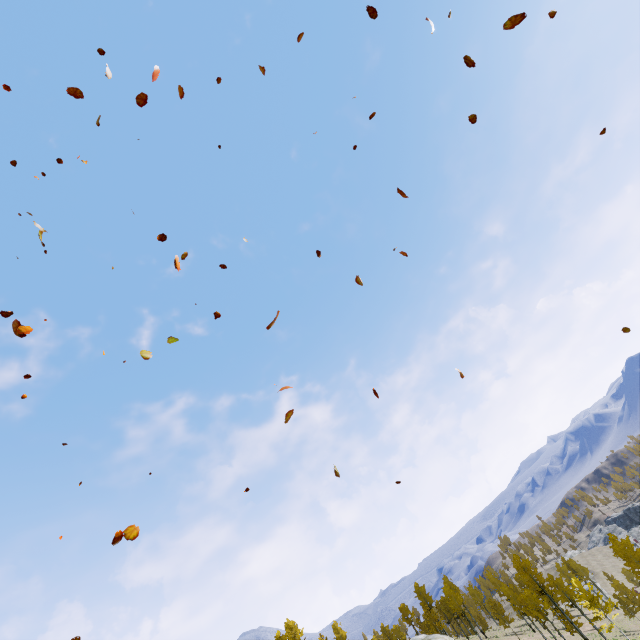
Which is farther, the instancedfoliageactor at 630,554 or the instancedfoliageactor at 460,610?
the instancedfoliageactor at 460,610

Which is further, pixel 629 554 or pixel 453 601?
pixel 453 601

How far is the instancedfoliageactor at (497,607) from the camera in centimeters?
5731cm

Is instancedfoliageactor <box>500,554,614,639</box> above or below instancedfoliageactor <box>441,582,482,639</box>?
below

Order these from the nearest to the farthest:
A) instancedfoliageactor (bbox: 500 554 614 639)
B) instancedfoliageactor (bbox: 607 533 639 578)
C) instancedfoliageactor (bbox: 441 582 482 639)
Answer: instancedfoliageactor (bbox: 500 554 614 639) → instancedfoliageactor (bbox: 607 533 639 578) → instancedfoliageactor (bbox: 441 582 482 639)

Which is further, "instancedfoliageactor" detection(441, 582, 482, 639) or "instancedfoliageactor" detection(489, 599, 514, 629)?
"instancedfoliageactor" detection(489, 599, 514, 629)

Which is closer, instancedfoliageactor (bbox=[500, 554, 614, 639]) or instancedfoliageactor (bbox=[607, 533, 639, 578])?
instancedfoliageactor (bbox=[500, 554, 614, 639])
